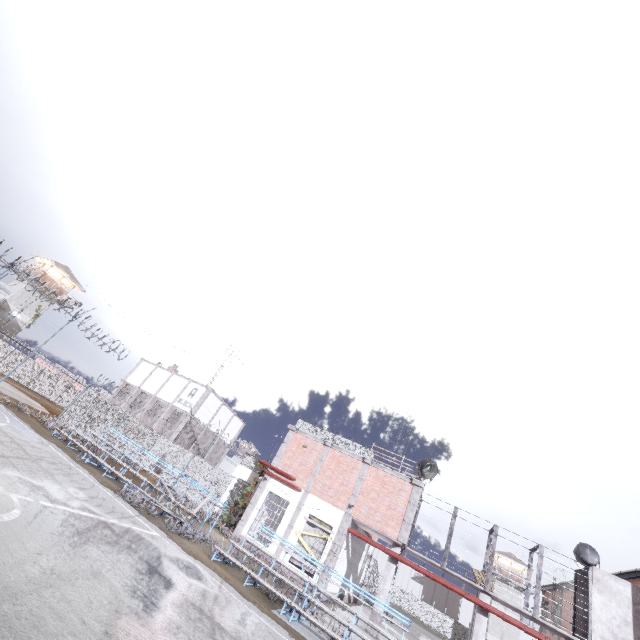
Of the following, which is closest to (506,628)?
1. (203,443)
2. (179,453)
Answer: (203,443)

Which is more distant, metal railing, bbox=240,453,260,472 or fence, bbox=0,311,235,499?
metal railing, bbox=240,453,260,472

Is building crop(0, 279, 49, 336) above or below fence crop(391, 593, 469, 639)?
above

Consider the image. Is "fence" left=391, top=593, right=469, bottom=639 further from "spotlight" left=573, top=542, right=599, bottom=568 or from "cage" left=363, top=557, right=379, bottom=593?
"spotlight" left=573, top=542, right=599, bottom=568

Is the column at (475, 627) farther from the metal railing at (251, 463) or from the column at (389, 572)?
the metal railing at (251, 463)

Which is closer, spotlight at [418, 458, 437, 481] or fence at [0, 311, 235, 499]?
spotlight at [418, 458, 437, 481]

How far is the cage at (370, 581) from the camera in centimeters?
3972cm

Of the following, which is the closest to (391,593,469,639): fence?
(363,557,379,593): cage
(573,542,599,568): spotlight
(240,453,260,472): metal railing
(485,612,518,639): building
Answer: (240,453,260,472): metal railing
